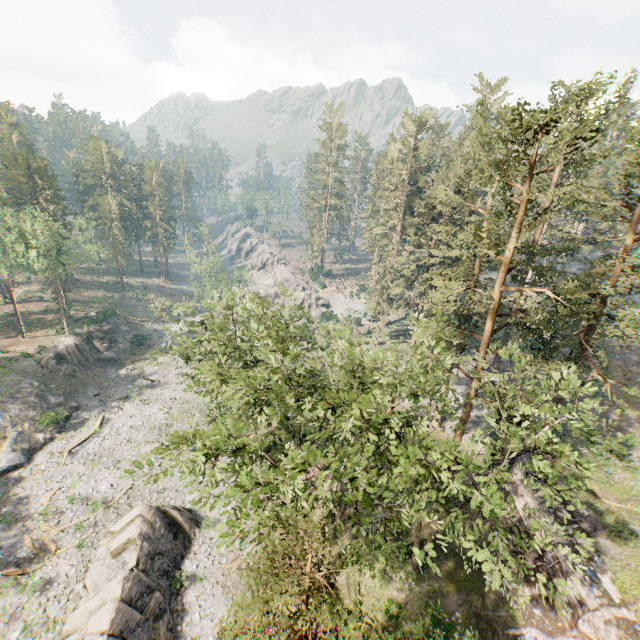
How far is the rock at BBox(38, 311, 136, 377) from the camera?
44.03m

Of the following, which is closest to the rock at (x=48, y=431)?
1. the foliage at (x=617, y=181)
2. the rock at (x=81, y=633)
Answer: the rock at (x=81, y=633)

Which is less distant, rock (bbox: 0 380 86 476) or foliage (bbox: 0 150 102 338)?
rock (bbox: 0 380 86 476)

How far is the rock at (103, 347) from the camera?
44.0 meters

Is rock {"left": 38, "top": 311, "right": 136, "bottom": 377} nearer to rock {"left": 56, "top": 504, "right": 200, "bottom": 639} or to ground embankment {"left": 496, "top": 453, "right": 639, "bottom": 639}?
rock {"left": 56, "top": 504, "right": 200, "bottom": 639}

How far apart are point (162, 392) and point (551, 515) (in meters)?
45.20

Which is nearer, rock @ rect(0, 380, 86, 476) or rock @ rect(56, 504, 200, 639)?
rock @ rect(56, 504, 200, 639)

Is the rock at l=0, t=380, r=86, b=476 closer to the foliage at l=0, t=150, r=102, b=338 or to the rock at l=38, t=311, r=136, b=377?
Answer: the rock at l=38, t=311, r=136, b=377
